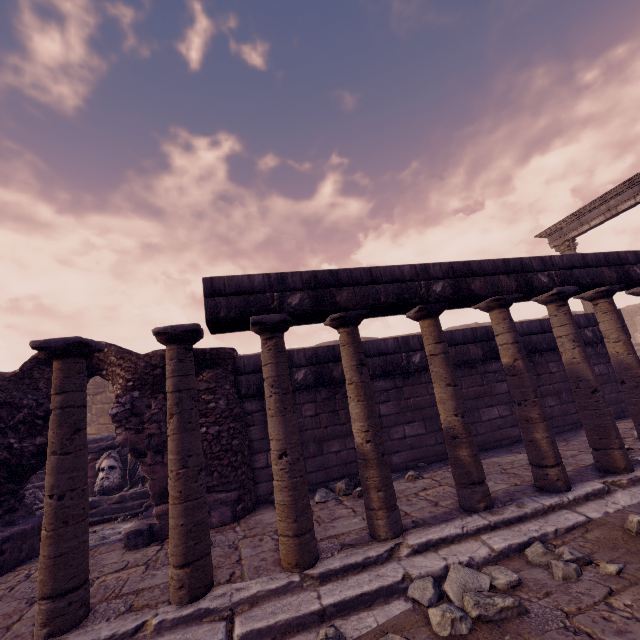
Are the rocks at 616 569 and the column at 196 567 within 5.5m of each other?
yes

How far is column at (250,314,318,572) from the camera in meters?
3.2

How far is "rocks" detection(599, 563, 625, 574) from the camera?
2.57m

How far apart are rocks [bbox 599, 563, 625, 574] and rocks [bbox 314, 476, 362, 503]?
2.93m

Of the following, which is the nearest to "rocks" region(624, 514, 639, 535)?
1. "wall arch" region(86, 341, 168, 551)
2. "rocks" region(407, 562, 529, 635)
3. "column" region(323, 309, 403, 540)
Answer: "rocks" region(407, 562, 529, 635)

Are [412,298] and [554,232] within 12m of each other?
no

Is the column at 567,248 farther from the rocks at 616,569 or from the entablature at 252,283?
the rocks at 616,569

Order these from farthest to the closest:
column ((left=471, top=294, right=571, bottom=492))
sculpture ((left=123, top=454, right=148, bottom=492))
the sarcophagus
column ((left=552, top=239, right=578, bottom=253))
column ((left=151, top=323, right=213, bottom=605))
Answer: column ((left=552, top=239, right=578, bottom=253)) → sculpture ((left=123, top=454, right=148, bottom=492)) → the sarcophagus → column ((left=471, top=294, right=571, bottom=492)) → column ((left=151, top=323, right=213, bottom=605))
